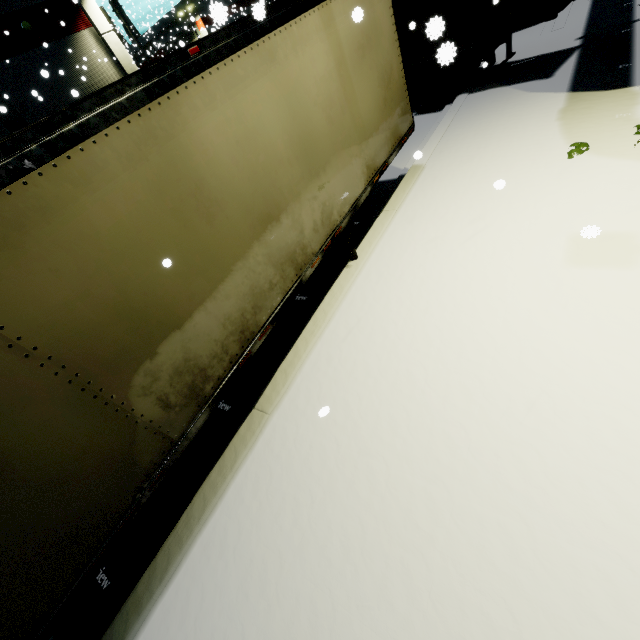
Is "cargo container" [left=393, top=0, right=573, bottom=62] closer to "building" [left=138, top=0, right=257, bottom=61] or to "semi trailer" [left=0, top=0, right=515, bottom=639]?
"semi trailer" [left=0, top=0, right=515, bottom=639]

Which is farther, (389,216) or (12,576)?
(389,216)

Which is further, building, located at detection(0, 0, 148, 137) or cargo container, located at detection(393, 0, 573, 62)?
building, located at detection(0, 0, 148, 137)

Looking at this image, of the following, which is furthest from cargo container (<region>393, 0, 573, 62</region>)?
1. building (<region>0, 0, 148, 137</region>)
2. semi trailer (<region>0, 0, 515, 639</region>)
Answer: building (<region>0, 0, 148, 137</region>)

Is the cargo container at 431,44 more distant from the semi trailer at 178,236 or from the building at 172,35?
the building at 172,35

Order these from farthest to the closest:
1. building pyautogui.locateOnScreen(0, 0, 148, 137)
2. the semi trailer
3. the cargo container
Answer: building pyautogui.locateOnScreen(0, 0, 148, 137) → the cargo container → the semi trailer

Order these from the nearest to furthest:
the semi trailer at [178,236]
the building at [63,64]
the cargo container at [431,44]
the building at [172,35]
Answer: the semi trailer at [178,236]
the building at [172,35]
the cargo container at [431,44]
the building at [63,64]
